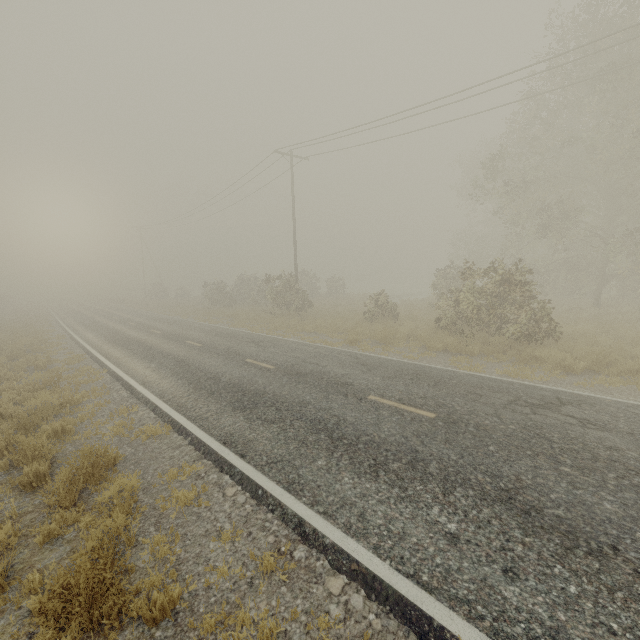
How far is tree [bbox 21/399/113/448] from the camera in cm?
621

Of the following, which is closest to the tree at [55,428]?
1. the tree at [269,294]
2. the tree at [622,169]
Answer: the tree at [269,294]

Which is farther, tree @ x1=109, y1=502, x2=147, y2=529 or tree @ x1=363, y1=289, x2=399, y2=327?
tree @ x1=363, y1=289, x2=399, y2=327

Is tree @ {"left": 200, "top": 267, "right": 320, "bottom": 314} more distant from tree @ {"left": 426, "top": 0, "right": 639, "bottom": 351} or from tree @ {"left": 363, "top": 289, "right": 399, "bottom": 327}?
tree @ {"left": 426, "top": 0, "right": 639, "bottom": 351}

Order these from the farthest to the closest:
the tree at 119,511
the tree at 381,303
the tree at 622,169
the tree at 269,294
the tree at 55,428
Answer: the tree at 269,294
the tree at 381,303
the tree at 622,169
the tree at 55,428
the tree at 119,511

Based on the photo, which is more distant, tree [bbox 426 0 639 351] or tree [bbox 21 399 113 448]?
tree [bbox 426 0 639 351]

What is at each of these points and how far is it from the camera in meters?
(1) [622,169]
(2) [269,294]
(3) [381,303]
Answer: (1) tree, 19.0 m
(2) tree, 24.2 m
(3) tree, 19.9 m
